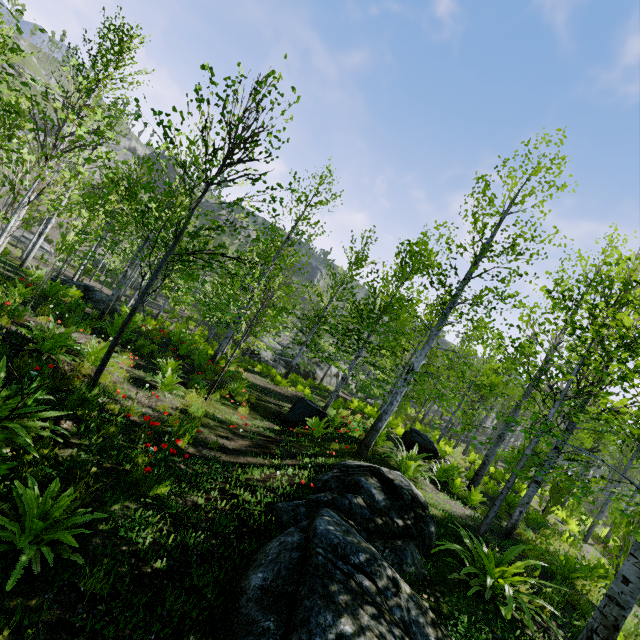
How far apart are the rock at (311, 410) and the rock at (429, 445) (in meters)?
3.66

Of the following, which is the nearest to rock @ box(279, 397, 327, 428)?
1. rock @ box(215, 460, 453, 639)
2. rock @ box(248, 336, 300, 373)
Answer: rock @ box(215, 460, 453, 639)

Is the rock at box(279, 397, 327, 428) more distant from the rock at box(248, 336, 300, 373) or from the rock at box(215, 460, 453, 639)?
the rock at box(248, 336, 300, 373)

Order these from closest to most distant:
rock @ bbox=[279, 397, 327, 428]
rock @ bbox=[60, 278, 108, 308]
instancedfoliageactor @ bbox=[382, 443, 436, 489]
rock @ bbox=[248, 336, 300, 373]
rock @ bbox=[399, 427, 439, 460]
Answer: instancedfoliageactor @ bbox=[382, 443, 436, 489]
rock @ bbox=[279, 397, 327, 428]
rock @ bbox=[399, 427, 439, 460]
rock @ bbox=[60, 278, 108, 308]
rock @ bbox=[248, 336, 300, 373]

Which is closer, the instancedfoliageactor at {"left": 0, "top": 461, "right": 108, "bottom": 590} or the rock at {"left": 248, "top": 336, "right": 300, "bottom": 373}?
the instancedfoliageactor at {"left": 0, "top": 461, "right": 108, "bottom": 590}

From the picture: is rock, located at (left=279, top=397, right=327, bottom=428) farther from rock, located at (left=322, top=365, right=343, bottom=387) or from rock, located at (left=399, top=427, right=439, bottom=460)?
rock, located at (left=322, top=365, right=343, bottom=387)

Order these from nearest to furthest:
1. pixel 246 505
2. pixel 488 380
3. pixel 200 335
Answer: pixel 246 505 < pixel 488 380 < pixel 200 335

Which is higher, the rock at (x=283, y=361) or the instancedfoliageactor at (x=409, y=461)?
the instancedfoliageactor at (x=409, y=461)
